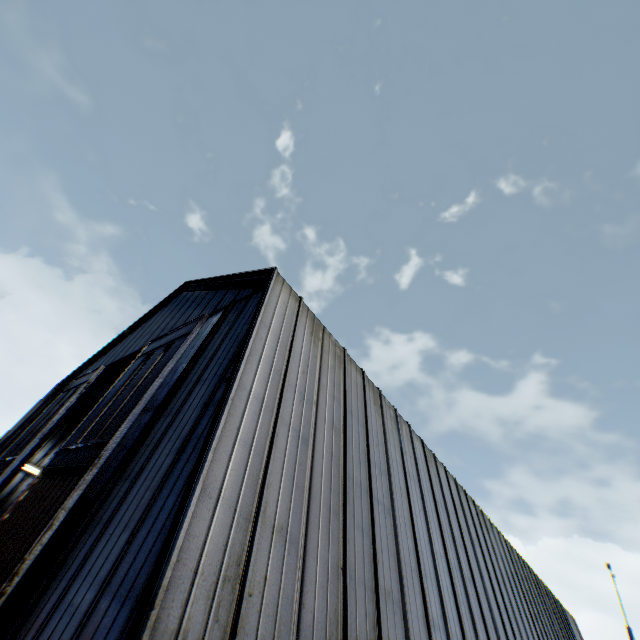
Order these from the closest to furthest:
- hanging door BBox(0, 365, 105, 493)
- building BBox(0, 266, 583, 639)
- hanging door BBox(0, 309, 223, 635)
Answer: building BBox(0, 266, 583, 639), hanging door BBox(0, 309, 223, 635), hanging door BBox(0, 365, 105, 493)

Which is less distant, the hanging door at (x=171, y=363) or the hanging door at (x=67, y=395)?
the hanging door at (x=171, y=363)

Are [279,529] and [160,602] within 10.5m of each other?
yes

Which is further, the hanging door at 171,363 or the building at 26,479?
the building at 26,479

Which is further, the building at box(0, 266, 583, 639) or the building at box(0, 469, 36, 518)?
the building at box(0, 469, 36, 518)

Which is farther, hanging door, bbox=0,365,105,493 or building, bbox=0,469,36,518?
building, bbox=0,469,36,518
